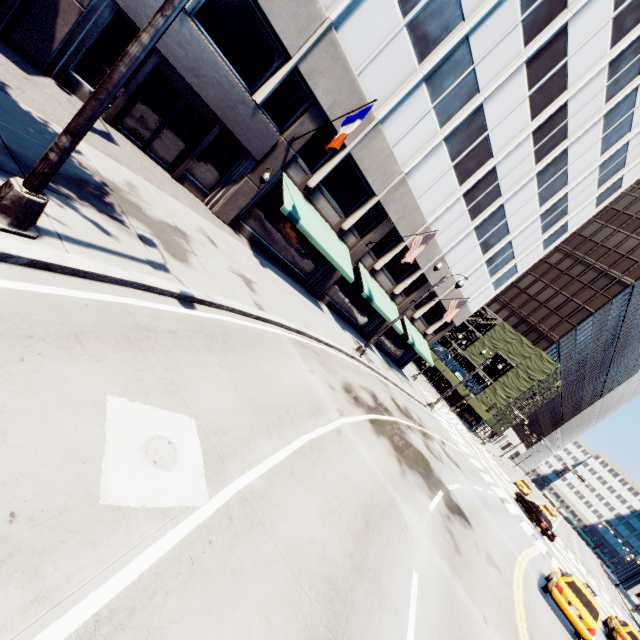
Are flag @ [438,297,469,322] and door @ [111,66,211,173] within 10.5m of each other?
no

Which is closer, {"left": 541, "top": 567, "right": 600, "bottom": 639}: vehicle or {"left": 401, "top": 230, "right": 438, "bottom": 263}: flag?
{"left": 541, "top": 567, "right": 600, "bottom": 639}: vehicle

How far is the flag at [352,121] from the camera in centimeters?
1238cm

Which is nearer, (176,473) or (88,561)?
(88,561)

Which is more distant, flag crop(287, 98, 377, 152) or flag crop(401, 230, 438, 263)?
flag crop(401, 230, 438, 263)

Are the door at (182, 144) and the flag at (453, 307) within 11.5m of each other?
no

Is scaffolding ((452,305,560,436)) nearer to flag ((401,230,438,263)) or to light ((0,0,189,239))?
flag ((401,230,438,263))

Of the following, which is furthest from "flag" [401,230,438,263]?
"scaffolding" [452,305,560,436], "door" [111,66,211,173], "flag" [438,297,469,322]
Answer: "scaffolding" [452,305,560,436]
